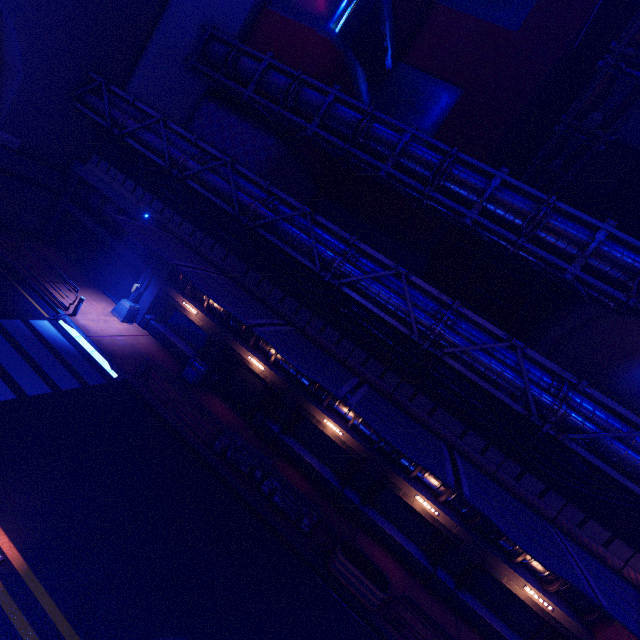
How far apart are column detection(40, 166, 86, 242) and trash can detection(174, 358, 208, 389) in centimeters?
1380cm

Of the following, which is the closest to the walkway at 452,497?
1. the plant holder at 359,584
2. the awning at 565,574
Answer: the awning at 565,574

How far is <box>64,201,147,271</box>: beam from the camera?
19.0 meters

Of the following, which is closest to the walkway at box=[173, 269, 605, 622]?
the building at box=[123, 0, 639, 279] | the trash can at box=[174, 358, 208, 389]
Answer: the trash can at box=[174, 358, 208, 389]

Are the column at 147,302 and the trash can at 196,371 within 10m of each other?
yes

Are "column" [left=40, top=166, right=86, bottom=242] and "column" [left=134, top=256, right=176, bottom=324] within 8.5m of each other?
yes

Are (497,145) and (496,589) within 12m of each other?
no

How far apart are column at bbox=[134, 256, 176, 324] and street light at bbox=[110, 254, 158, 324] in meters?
0.0 m
